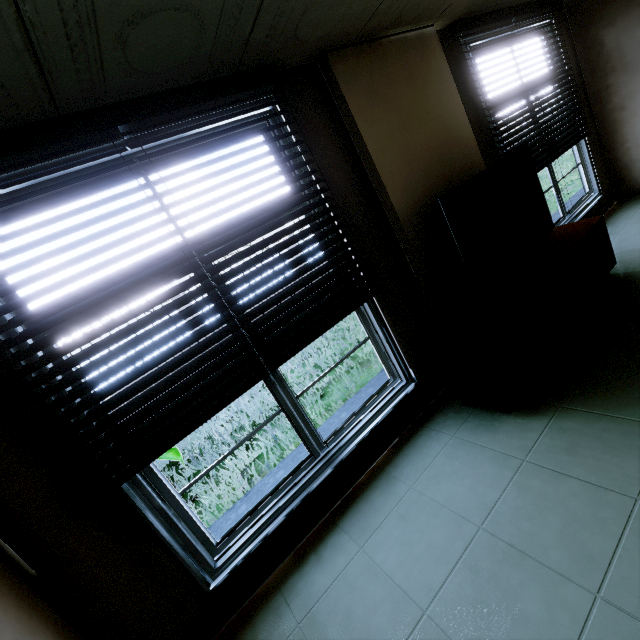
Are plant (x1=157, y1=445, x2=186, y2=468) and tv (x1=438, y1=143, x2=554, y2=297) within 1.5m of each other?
no

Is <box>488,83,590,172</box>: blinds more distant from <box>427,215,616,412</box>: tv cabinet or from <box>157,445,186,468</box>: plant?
<box>157,445,186,468</box>: plant

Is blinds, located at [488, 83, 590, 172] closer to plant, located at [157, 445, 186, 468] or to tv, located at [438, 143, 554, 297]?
tv, located at [438, 143, 554, 297]

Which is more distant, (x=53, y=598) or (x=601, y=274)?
(x=601, y=274)

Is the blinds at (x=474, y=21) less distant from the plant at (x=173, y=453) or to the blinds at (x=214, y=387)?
the blinds at (x=214, y=387)

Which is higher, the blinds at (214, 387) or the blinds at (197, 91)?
the blinds at (197, 91)

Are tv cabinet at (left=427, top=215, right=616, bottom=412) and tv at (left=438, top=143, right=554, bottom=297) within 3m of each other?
yes

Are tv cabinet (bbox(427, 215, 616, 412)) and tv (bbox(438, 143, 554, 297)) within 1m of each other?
yes
